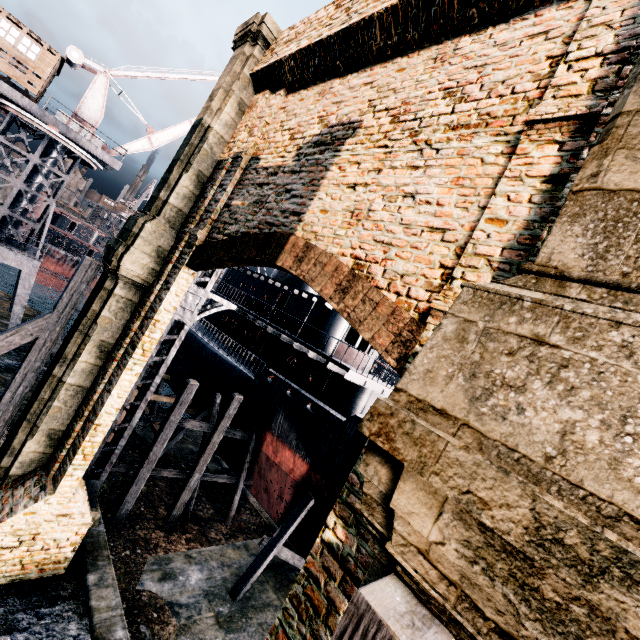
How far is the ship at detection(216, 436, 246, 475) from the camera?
20.1 meters

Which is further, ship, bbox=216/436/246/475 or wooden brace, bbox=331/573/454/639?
ship, bbox=216/436/246/475

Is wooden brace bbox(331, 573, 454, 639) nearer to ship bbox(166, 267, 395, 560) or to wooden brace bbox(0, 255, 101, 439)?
wooden brace bbox(0, 255, 101, 439)

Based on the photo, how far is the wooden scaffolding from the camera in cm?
1476

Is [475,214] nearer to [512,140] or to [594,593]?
[512,140]

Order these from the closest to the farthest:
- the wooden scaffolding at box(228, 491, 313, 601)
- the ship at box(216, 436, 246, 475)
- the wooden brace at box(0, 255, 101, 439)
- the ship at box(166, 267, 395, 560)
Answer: the wooden brace at box(0, 255, 101, 439)
the wooden scaffolding at box(228, 491, 313, 601)
the ship at box(166, 267, 395, 560)
the ship at box(216, 436, 246, 475)

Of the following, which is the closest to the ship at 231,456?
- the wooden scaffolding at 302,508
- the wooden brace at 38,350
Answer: the wooden scaffolding at 302,508

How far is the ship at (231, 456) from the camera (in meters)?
20.12
